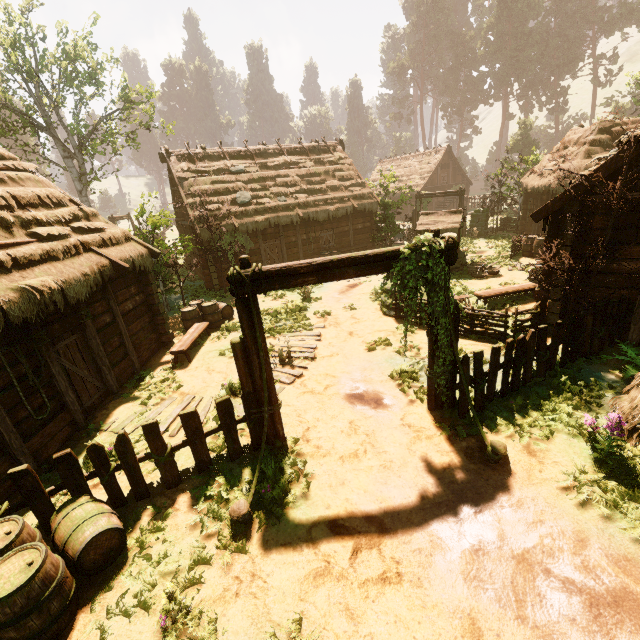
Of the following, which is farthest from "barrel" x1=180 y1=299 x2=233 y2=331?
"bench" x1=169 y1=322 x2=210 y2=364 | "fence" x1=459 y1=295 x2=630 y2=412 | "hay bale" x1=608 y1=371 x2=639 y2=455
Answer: "hay bale" x1=608 y1=371 x2=639 y2=455

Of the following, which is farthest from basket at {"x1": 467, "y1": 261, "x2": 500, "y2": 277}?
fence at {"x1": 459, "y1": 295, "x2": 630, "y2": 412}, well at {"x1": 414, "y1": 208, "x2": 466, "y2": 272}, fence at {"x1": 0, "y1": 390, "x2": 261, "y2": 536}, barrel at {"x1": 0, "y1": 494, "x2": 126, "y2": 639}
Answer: barrel at {"x1": 0, "y1": 494, "x2": 126, "y2": 639}

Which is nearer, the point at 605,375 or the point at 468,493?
the point at 468,493

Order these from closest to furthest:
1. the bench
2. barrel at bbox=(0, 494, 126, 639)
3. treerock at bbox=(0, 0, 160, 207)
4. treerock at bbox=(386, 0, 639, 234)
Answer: barrel at bbox=(0, 494, 126, 639) → the bench → treerock at bbox=(0, 0, 160, 207) → treerock at bbox=(386, 0, 639, 234)

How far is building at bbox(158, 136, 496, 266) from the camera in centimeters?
1847cm

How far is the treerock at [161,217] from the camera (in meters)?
13.79

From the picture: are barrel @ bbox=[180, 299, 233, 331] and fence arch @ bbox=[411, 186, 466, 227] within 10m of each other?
no

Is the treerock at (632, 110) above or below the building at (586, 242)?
above
